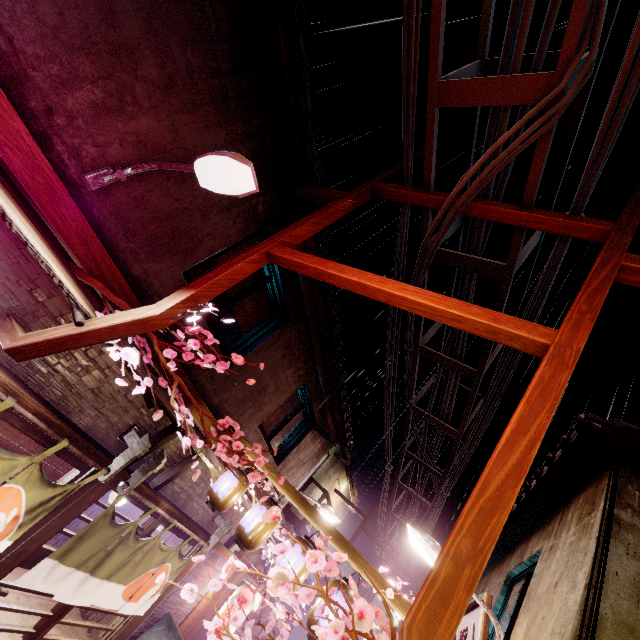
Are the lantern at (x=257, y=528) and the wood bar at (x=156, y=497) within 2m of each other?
no

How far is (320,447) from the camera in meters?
18.6 m

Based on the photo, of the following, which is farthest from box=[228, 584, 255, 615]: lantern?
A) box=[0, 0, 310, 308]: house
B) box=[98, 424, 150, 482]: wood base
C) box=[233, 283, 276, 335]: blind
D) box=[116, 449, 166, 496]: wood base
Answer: box=[233, 283, 276, 335]: blind

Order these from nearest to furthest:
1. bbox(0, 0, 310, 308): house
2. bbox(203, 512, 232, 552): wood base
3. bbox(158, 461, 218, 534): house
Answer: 1. bbox(0, 0, 310, 308): house
2. bbox(158, 461, 218, 534): house
3. bbox(203, 512, 232, 552): wood base

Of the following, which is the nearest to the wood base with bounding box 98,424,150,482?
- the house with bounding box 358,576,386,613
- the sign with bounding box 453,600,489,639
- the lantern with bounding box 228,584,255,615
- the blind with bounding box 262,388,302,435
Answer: the blind with bounding box 262,388,302,435

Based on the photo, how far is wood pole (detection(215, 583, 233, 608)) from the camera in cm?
1594

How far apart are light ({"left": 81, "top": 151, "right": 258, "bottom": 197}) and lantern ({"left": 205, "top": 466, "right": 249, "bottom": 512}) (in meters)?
8.19

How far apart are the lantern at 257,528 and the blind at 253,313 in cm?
512
